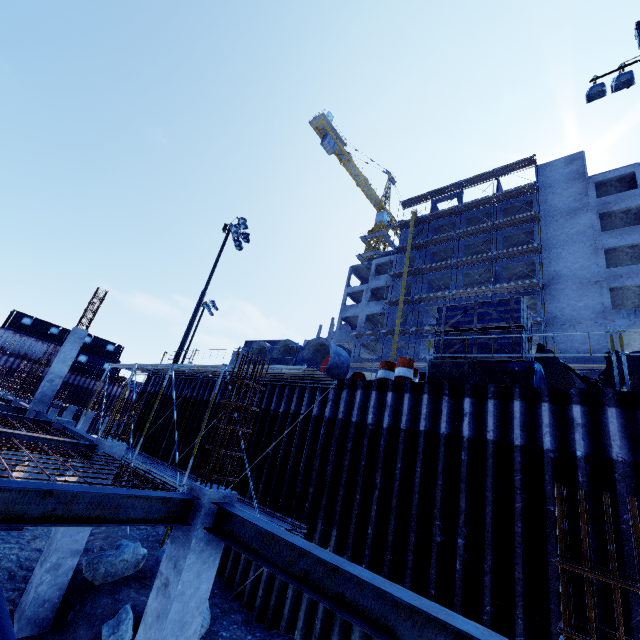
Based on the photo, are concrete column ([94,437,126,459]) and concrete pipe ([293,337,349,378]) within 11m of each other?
yes

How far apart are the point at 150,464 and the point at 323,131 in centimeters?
5720cm

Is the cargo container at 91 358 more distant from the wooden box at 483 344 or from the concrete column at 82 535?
the wooden box at 483 344

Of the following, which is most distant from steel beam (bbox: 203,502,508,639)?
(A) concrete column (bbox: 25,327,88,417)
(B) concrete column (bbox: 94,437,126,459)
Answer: (A) concrete column (bbox: 25,327,88,417)

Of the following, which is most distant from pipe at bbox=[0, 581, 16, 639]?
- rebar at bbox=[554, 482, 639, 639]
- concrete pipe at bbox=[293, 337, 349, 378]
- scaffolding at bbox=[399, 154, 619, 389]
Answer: scaffolding at bbox=[399, 154, 619, 389]

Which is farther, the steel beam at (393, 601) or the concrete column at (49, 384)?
the concrete column at (49, 384)

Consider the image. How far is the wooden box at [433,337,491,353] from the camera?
8.64m

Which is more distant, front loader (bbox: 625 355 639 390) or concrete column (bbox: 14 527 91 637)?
front loader (bbox: 625 355 639 390)
